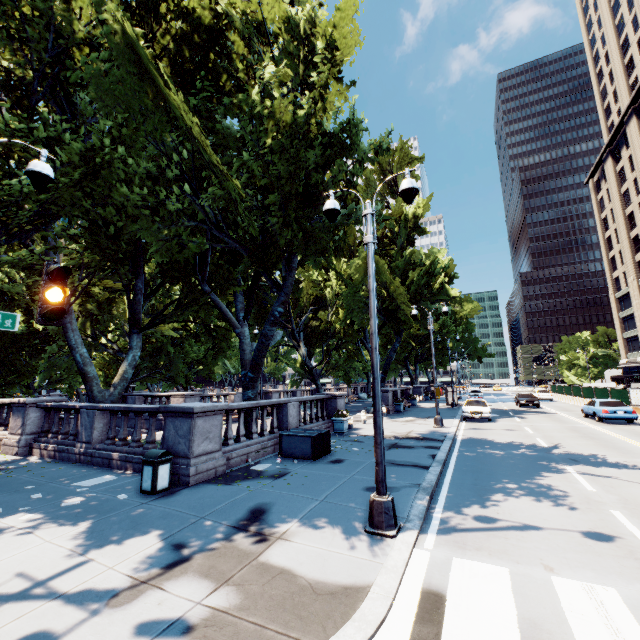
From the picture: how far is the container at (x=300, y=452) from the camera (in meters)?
11.48

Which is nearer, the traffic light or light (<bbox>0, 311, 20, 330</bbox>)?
the traffic light

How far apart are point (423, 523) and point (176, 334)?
16.94m

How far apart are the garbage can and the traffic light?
5.01m

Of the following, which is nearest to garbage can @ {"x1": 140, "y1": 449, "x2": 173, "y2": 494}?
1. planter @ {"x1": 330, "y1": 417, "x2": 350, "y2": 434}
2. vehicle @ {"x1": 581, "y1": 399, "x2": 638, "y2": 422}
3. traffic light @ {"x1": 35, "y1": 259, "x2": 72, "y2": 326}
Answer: traffic light @ {"x1": 35, "y1": 259, "x2": 72, "y2": 326}

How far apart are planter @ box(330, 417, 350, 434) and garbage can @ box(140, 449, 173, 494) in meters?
9.7

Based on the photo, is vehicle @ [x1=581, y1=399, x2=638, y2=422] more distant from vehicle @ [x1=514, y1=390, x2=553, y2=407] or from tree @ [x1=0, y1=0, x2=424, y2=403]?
tree @ [x1=0, y1=0, x2=424, y2=403]

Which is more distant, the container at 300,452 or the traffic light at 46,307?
the container at 300,452
